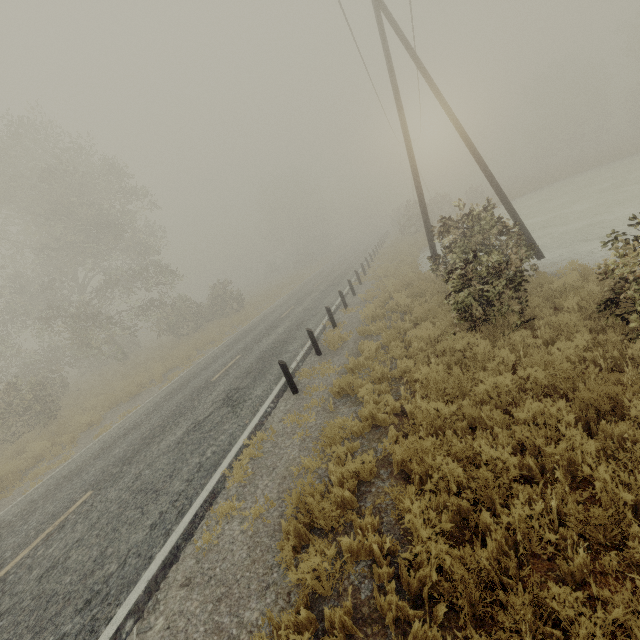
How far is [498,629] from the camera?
2.99m

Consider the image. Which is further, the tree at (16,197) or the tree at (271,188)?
the tree at (271,188)

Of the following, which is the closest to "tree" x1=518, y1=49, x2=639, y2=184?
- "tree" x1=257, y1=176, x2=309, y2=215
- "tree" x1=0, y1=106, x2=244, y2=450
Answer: "tree" x1=257, y1=176, x2=309, y2=215

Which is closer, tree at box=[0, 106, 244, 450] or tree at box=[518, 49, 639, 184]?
tree at box=[0, 106, 244, 450]

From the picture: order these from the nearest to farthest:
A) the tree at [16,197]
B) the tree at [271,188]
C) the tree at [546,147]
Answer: the tree at [16,197] < the tree at [546,147] < the tree at [271,188]

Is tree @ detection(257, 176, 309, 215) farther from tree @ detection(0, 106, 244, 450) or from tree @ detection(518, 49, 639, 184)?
tree @ detection(518, 49, 639, 184)

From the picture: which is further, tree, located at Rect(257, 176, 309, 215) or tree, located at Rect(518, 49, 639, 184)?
tree, located at Rect(257, 176, 309, 215)

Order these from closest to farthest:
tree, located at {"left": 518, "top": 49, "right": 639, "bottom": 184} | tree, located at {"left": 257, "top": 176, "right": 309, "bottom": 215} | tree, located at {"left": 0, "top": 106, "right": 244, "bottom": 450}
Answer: tree, located at {"left": 0, "top": 106, "right": 244, "bottom": 450} → tree, located at {"left": 518, "top": 49, "right": 639, "bottom": 184} → tree, located at {"left": 257, "top": 176, "right": 309, "bottom": 215}
